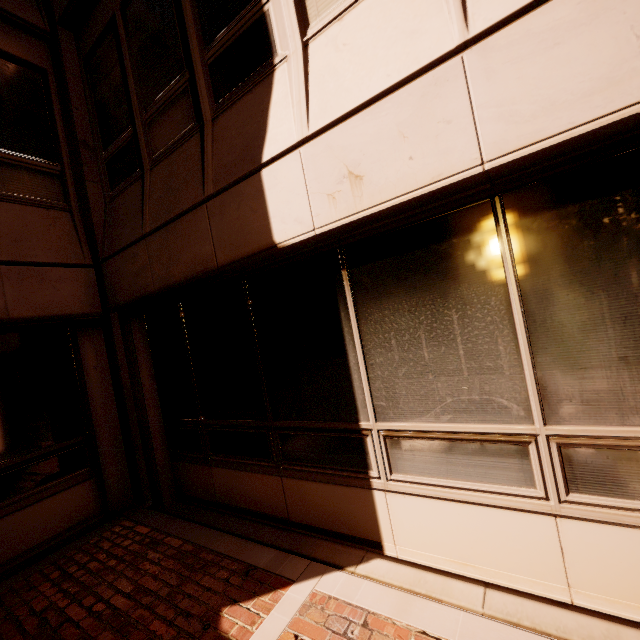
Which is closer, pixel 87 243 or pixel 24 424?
pixel 24 424
